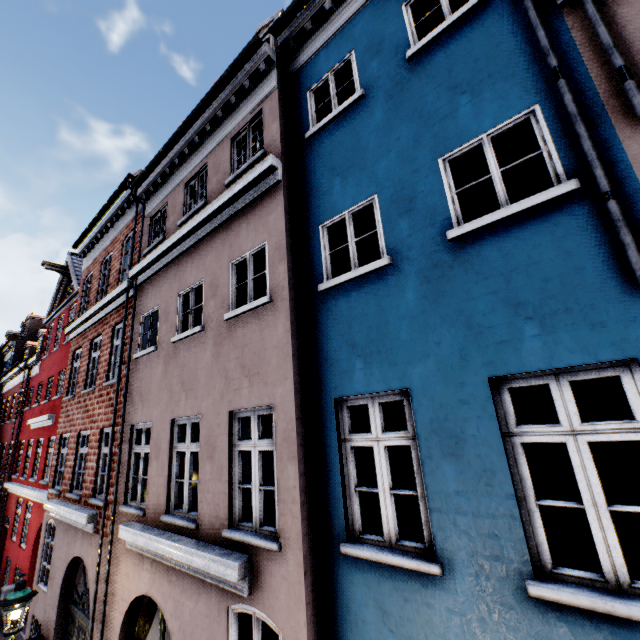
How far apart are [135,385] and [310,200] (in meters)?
6.32

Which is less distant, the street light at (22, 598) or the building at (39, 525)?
the building at (39, 525)

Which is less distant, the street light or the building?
the building
